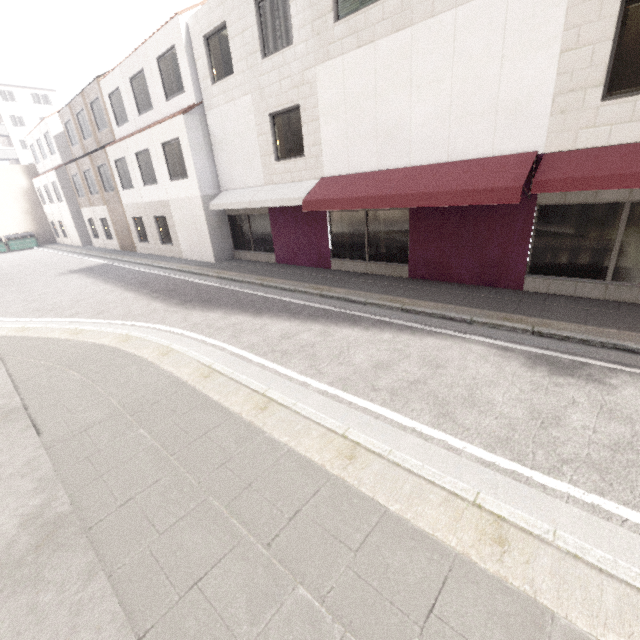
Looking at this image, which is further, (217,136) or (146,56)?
(146,56)

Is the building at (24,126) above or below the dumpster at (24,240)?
above

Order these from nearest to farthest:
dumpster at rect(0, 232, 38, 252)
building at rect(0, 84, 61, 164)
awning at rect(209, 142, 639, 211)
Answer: awning at rect(209, 142, 639, 211) → dumpster at rect(0, 232, 38, 252) → building at rect(0, 84, 61, 164)

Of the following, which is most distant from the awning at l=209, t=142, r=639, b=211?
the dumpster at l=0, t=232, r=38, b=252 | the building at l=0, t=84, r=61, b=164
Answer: the building at l=0, t=84, r=61, b=164

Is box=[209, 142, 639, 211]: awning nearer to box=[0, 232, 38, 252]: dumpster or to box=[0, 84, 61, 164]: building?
box=[0, 232, 38, 252]: dumpster

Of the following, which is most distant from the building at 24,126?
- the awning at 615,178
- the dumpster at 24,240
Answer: → the awning at 615,178
